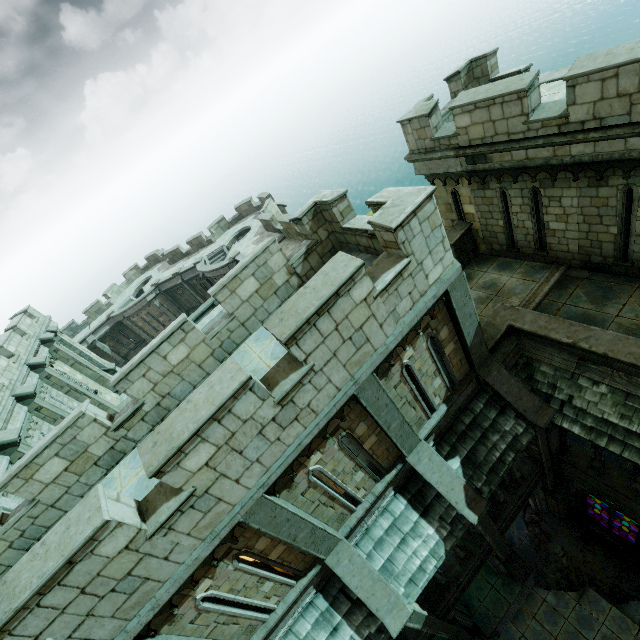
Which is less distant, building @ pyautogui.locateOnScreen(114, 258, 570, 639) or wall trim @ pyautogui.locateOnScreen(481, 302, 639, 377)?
A: building @ pyautogui.locateOnScreen(114, 258, 570, 639)

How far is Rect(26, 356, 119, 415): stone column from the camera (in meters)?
16.25

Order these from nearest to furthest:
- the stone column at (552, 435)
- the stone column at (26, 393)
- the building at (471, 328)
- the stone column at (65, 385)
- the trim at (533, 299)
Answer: the building at (471, 328) → the stone column at (552, 435) → the trim at (533, 299) → the stone column at (26, 393) → the stone column at (65, 385)

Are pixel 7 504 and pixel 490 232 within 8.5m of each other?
no

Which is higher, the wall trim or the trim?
the wall trim

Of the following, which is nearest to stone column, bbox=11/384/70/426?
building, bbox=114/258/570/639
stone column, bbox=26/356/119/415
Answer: stone column, bbox=26/356/119/415

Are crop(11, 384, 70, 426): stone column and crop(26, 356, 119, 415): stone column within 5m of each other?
yes

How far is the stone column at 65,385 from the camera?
16.2m
